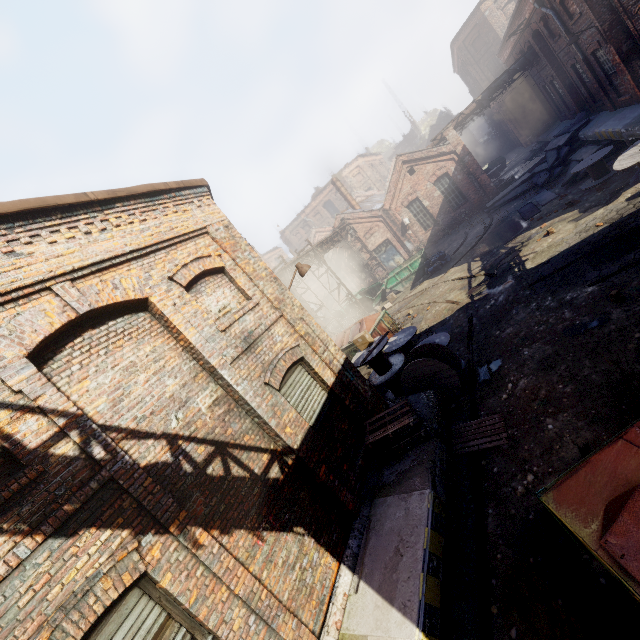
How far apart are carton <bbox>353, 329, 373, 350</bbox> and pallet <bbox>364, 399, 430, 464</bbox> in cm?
354

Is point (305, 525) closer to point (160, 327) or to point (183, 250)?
point (160, 327)

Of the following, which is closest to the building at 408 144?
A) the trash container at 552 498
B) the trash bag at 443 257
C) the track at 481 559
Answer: the trash bag at 443 257

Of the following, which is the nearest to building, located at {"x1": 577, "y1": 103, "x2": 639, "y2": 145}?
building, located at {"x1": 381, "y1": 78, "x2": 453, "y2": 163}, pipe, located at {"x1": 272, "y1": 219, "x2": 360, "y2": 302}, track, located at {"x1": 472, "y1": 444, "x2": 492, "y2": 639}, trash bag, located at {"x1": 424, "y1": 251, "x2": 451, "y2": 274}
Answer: trash bag, located at {"x1": 424, "y1": 251, "x2": 451, "y2": 274}

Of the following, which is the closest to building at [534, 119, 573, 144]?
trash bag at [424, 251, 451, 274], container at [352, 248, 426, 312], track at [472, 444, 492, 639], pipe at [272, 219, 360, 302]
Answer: trash bag at [424, 251, 451, 274]

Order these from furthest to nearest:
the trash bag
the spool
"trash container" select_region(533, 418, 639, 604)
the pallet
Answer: the trash bag < the spool < the pallet < "trash container" select_region(533, 418, 639, 604)

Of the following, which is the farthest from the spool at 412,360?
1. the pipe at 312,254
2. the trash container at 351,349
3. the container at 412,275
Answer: the container at 412,275

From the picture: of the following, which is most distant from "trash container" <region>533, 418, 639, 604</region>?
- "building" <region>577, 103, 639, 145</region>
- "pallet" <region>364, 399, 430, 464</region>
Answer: Answer: "building" <region>577, 103, 639, 145</region>
